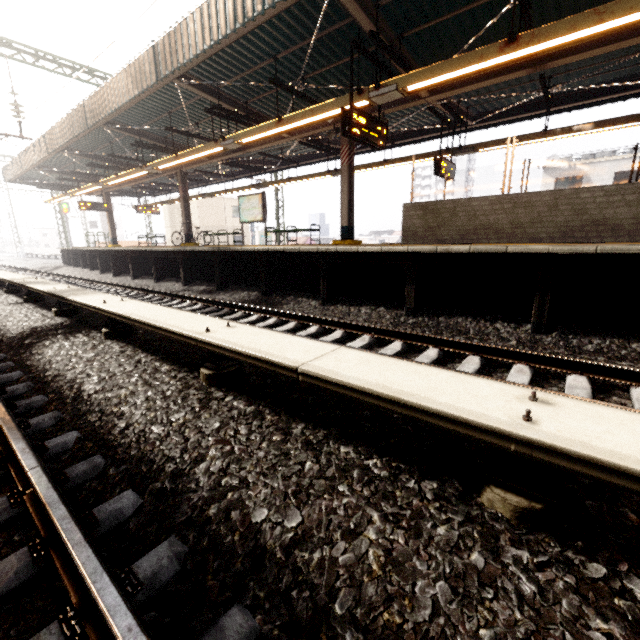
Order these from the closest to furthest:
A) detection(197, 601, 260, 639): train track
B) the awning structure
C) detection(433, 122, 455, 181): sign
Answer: detection(197, 601, 260, 639): train track < the awning structure < detection(433, 122, 455, 181): sign

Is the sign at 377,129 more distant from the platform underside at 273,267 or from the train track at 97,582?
the train track at 97,582

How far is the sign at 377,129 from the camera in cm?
621

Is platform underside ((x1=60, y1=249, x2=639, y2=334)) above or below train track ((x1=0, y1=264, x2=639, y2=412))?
above

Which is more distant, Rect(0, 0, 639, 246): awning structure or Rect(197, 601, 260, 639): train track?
Rect(0, 0, 639, 246): awning structure

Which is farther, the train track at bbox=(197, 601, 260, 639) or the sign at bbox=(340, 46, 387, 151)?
the sign at bbox=(340, 46, 387, 151)

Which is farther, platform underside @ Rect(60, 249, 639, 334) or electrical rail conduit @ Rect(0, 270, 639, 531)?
platform underside @ Rect(60, 249, 639, 334)

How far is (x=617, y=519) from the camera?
1.49m
